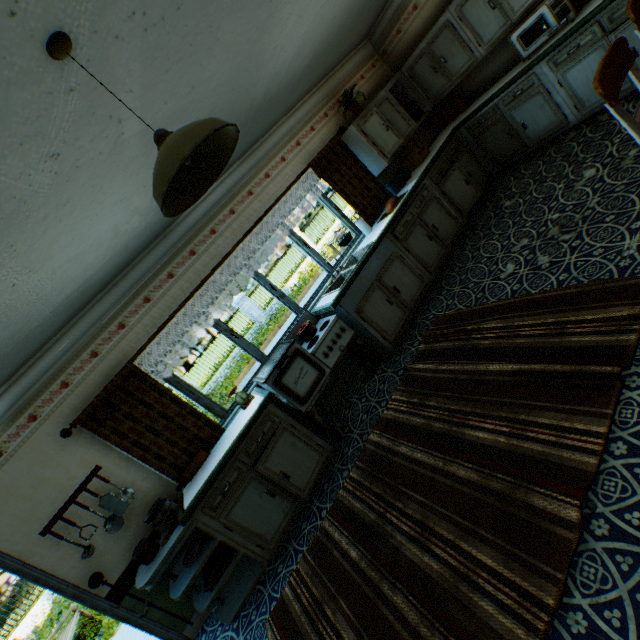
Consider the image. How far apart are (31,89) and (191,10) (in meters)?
0.94

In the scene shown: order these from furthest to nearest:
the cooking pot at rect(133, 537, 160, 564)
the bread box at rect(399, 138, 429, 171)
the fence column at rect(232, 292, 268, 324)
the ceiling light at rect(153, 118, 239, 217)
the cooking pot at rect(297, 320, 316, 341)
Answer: the fence column at rect(232, 292, 268, 324)
the bread box at rect(399, 138, 429, 171)
the cooking pot at rect(297, 320, 316, 341)
the cooking pot at rect(133, 537, 160, 564)
the ceiling light at rect(153, 118, 239, 217)

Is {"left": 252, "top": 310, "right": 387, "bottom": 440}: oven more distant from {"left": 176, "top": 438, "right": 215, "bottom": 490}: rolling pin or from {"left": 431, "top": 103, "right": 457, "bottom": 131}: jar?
{"left": 431, "top": 103, "right": 457, "bottom": 131}: jar

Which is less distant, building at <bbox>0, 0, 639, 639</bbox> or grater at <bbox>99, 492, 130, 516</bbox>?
building at <bbox>0, 0, 639, 639</bbox>

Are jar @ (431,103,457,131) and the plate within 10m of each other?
yes

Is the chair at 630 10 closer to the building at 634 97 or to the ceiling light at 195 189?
the building at 634 97

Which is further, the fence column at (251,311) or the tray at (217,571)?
the fence column at (251,311)

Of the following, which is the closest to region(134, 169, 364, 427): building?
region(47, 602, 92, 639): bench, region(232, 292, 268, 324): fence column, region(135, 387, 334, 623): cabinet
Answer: region(135, 387, 334, 623): cabinet
